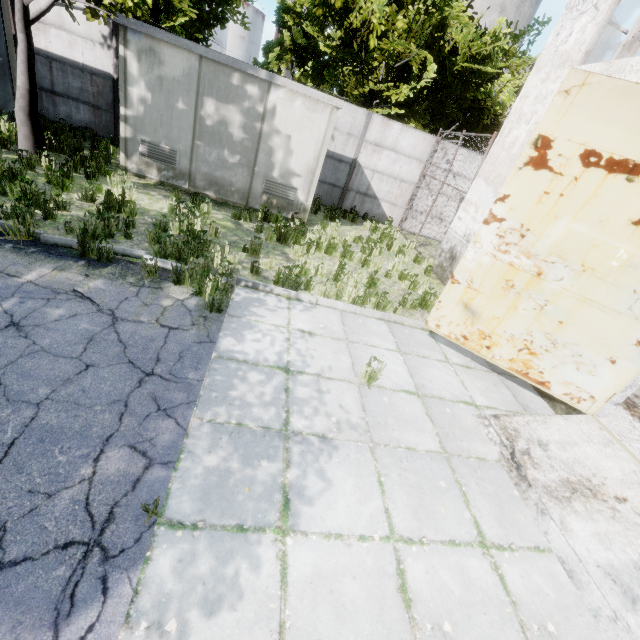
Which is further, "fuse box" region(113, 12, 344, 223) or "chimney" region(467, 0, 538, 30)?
"chimney" region(467, 0, 538, 30)

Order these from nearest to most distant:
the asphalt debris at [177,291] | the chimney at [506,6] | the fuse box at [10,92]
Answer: the asphalt debris at [177,291] < the fuse box at [10,92] < the chimney at [506,6]

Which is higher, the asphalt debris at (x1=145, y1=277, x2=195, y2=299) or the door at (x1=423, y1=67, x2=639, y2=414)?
the door at (x1=423, y1=67, x2=639, y2=414)

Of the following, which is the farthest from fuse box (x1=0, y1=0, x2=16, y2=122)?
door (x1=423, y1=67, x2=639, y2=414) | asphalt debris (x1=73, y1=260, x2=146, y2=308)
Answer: door (x1=423, y1=67, x2=639, y2=414)

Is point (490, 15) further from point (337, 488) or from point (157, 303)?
point (337, 488)

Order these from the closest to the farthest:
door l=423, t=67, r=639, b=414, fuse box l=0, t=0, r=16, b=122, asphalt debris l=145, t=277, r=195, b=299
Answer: door l=423, t=67, r=639, b=414, asphalt debris l=145, t=277, r=195, b=299, fuse box l=0, t=0, r=16, b=122

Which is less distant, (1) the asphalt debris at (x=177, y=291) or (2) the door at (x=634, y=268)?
(2) the door at (x=634, y=268)

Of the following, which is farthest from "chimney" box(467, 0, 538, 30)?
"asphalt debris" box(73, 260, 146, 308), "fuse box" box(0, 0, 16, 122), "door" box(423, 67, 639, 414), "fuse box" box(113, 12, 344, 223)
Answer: "asphalt debris" box(73, 260, 146, 308)
